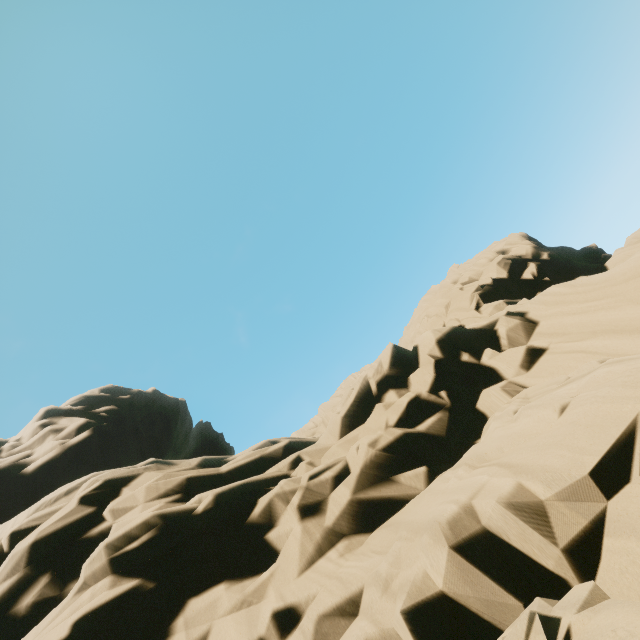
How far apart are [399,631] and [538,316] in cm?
1132
